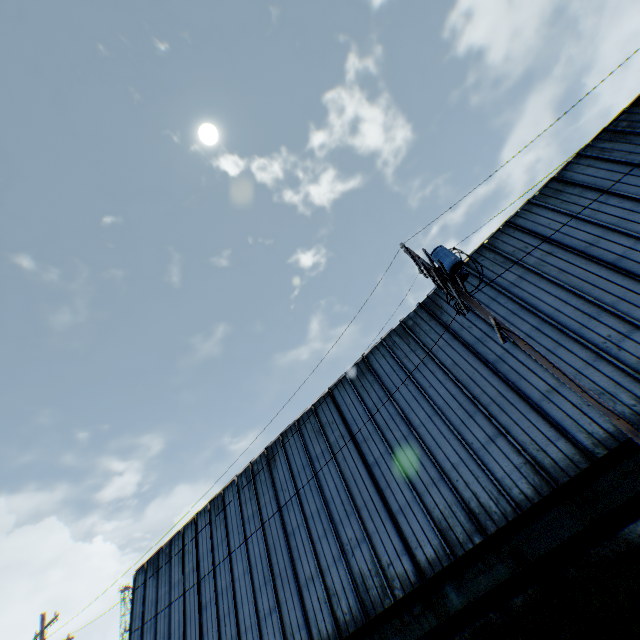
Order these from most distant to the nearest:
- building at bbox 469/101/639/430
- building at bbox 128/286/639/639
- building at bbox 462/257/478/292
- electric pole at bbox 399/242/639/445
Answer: building at bbox 462/257/478/292
building at bbox 469/101/639/430
building at bbox 128/286/639/639
electric pole at bbox 399/242/639/445

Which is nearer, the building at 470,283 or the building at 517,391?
the building at 517,391

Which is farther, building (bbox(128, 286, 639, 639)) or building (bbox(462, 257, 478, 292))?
building (bbox(462, 257, 478, 292))

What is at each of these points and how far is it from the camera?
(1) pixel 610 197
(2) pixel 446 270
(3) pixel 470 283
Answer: (1) building, 13.5m
(2) electric pole, 9.1m
(3) building, 16.0m

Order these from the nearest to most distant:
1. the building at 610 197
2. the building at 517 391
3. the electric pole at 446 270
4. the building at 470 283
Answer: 1. the electric pole at 446 270
2. the building at 517 391
3. the building at 610 197
4. the building at 470 283

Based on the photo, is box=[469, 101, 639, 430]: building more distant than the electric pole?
Yes
